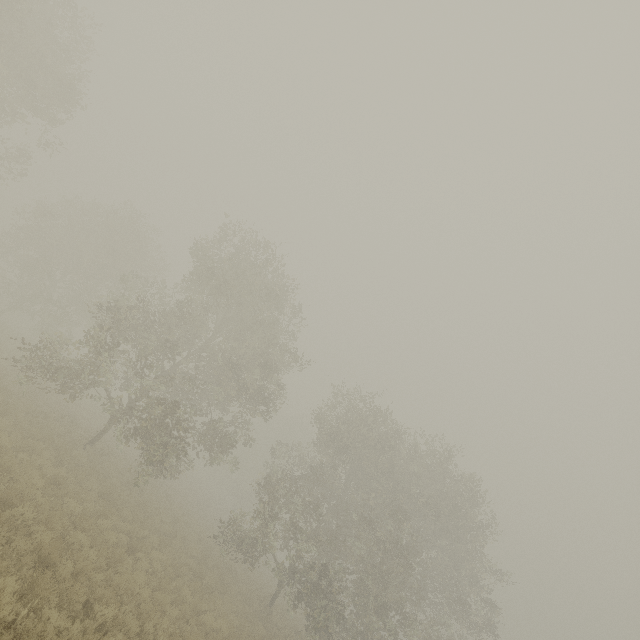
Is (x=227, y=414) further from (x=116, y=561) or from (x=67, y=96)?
(x=67, y=96)
